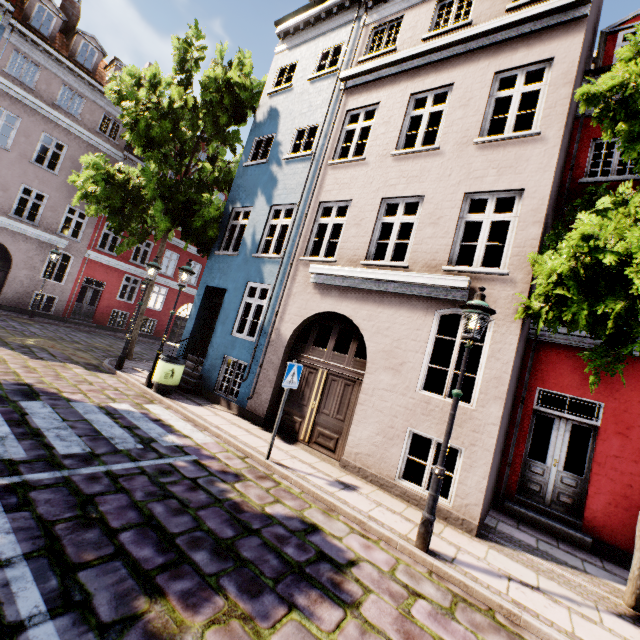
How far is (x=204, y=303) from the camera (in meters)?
11.47

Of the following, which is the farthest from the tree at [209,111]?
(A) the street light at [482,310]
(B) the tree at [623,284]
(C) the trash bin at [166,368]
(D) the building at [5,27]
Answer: (B) the tree at [623,284]

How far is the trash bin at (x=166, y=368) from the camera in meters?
8.7

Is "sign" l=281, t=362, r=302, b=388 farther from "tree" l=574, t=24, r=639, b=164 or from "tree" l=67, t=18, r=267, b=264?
"tree" l=67, t=18, r=267, b=264

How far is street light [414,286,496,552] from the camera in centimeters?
450cm

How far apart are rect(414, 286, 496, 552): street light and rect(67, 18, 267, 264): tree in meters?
11.7

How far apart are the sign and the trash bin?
4.17m

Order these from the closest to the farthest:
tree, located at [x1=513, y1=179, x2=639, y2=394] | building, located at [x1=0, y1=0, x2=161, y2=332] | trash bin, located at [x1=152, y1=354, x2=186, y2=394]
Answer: tree, located at [x1=513, y1=179, x2=639, y2=394], trash bin, located at [x1=152, y1=354, x2=186, y2=394], building, located at [x1=0, y1=0, x2=161, y2=332]
